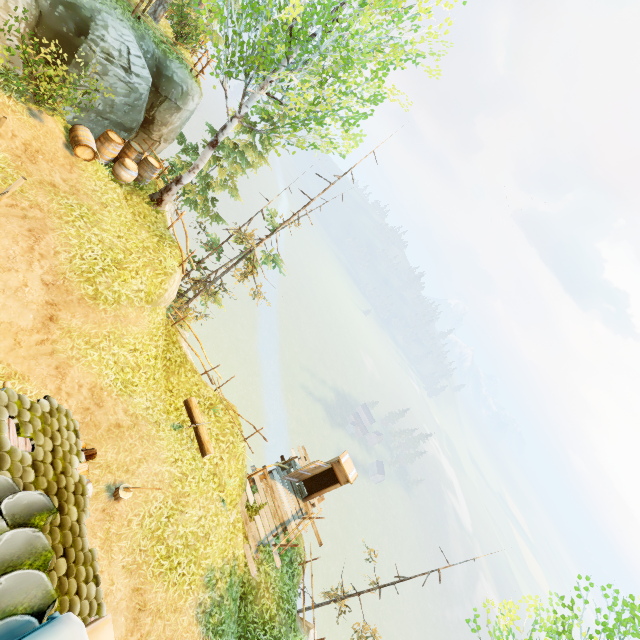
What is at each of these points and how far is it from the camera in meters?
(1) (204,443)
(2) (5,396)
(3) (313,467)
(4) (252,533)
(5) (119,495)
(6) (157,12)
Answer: (1) log, 10.8
(2) building, 4.0
(3) outhouse door, 14.2
(4) wooden platform, 11.9
(5) log, 7.8
(6) tree, 12.9

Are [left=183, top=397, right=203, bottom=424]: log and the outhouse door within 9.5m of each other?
yes

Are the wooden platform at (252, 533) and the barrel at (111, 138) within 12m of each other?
no

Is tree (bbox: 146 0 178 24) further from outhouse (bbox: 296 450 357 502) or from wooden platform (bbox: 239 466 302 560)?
outhouse (bbox: 296 450 357 502)

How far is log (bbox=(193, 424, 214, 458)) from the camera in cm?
1072

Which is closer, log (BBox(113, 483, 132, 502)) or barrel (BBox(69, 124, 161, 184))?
log (BBox(113, 483, 132, 502))

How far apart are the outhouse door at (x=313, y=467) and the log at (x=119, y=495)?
7.57m

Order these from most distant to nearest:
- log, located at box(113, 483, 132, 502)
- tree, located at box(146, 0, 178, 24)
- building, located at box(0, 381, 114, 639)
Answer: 1. tree, located at box(146, 0, 178, 24)
2. log, located at box(113, 483, 132, 502)
3. building, located at box(0, 381, 114, 639)
